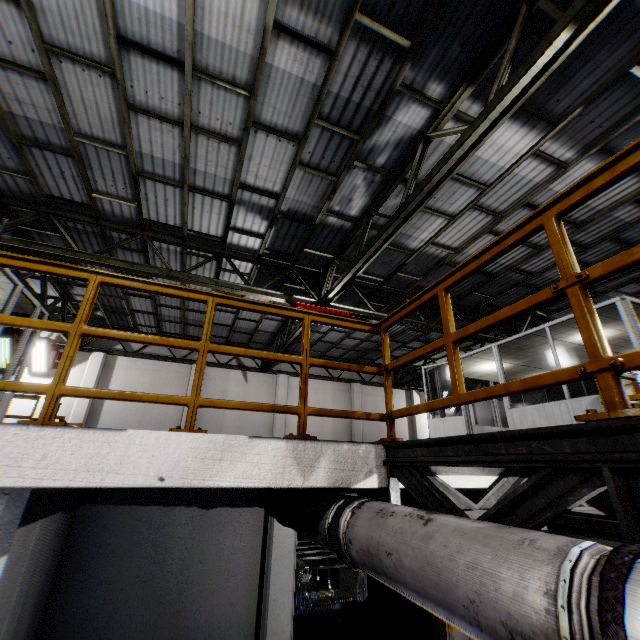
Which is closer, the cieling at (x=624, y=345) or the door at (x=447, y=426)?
the cieling at (x=624, y=345)

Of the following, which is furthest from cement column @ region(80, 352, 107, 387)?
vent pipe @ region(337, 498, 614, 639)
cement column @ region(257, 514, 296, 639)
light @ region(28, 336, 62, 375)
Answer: vent pipe @ region(337, 498, 614, 639)

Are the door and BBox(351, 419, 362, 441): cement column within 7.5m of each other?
yes

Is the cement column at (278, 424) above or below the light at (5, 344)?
below

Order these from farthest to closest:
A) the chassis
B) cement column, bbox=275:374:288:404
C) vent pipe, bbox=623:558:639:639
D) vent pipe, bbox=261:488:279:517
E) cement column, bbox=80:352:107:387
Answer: cement column, bbox=275:374:288:404, cement column, bbox=80:352:107:387, the chassis, vent pipe, bbox=261:488:279:517, vent pipe, bbox=623:558:639:639

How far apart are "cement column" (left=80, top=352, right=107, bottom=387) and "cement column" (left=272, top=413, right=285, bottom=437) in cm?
715

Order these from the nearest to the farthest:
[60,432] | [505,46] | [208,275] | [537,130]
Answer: [60,432], [505,46], [537,130], [208,275]

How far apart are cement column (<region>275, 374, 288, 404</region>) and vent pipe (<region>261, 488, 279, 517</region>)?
9.7m
